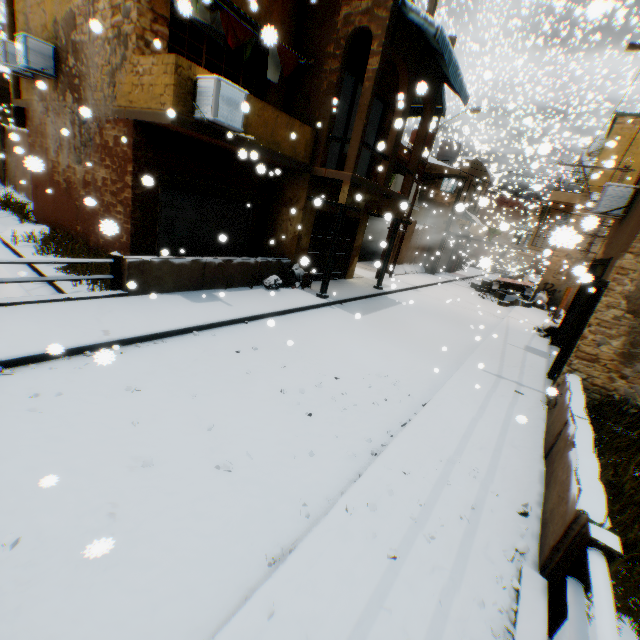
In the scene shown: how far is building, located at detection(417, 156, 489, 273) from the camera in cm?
2191

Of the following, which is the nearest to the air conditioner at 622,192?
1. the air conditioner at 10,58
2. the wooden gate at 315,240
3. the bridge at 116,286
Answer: the wooden gate at 315,240

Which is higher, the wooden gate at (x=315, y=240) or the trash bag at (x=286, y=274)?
the wooden gate at (x=315, y=240)

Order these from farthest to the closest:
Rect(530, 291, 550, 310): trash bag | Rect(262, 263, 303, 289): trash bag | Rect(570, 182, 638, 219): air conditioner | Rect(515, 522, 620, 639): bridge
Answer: Rect(530, 291, 550, 310): trash bag < Rect(262, 263, 303, 289): trash bag < Rect(570, 182, 638, 219): air conditioner < Rect(515, 522, 620, 639): bridge

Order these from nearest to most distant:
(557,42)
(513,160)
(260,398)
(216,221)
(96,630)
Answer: (96,630)
(260,398)
(216,221)
(557,42)
(513,160)

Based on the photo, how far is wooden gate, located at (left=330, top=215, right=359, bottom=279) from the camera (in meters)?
13.91

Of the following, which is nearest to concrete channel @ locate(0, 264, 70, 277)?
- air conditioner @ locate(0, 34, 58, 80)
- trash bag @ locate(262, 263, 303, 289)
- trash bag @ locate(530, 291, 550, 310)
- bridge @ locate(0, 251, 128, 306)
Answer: bridge @ locate(0, 251, 128, 306)

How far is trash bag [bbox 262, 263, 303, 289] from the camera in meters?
10.5
